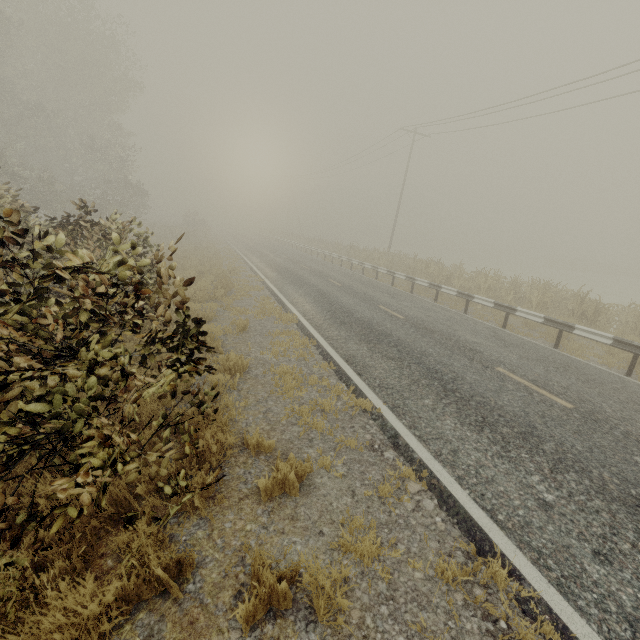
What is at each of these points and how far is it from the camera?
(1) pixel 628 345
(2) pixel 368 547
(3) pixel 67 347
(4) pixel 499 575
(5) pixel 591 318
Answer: (1) guardrail, 8.52m
(2) tree, 3.18m
(3) tree, 3.00m
(4) tree, 3.03m
(5) tree, 12.12m

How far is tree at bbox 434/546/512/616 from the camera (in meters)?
2.88

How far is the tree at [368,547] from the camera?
3.17m

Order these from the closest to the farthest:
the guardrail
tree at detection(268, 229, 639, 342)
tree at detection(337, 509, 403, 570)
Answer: tree at detection(337, 509, 403, 570) → the guardrail → tree at detection(268, 229, 639, 342)

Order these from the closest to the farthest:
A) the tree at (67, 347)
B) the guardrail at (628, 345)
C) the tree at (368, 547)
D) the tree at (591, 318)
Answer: the tree at (67, 347) → the tree at (368, 547) → the guardrail at (628, 345) → the tree at (591, 318)

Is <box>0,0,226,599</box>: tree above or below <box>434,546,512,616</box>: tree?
above

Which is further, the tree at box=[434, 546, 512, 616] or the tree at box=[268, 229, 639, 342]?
the tree at box=[268, 229, 639, 342]
